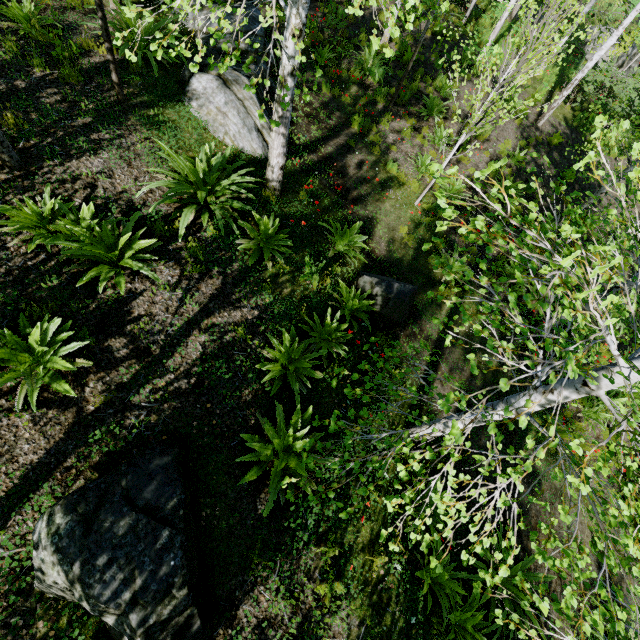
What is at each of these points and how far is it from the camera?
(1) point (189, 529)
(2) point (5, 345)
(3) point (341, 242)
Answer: (1) rock, 3.18m
(2) instancedfoliageactor, 3.45m
(3) instancedfoliageactor, 6.47m

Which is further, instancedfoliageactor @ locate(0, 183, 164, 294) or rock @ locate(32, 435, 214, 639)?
instancedfoliageactor @ locate(0, 183, 164, 294)

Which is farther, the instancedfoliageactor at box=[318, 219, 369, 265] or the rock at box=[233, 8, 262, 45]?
the rock at box=[233, 8, 262, 45]

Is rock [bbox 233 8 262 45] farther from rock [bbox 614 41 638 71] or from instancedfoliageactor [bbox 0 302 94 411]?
rock [bbox 614 41 638 71]

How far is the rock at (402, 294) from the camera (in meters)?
5.94

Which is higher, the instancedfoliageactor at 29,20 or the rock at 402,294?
the instancedfoliageactor at 29,20

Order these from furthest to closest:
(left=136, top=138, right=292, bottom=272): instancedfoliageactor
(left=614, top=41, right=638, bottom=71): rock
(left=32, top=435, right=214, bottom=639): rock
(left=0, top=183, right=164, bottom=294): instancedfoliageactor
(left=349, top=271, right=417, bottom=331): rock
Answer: (left=614, top=41, right=638, bottom=71): rock
(left=349, top=271, right=417, bottom=331): rock
(left=136, top=138, right=292, bottom=272): instancedfoliageactor
(left=0, top=183, right=164, bottom=294): instancedfoliageactor
(left=32, top=435, right=214, bottom=639): rock

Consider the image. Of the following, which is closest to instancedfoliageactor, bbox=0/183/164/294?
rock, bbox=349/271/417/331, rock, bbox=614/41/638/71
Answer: rock, bbox=349/271/417/331
